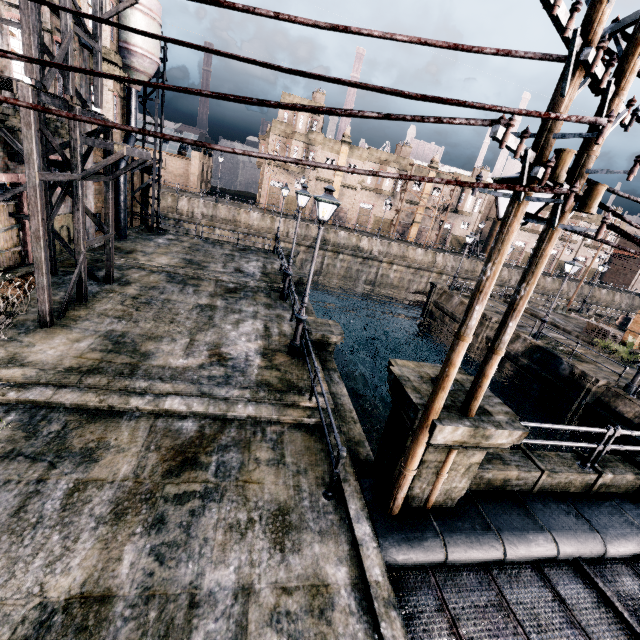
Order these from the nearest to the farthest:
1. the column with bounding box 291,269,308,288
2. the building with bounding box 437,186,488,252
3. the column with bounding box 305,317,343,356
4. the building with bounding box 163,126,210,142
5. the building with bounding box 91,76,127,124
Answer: the column with bounding box 305,317,343,356
the building with bounding box 91,76,127,124
the column with bounding box 291,269,308,288
the building with bounding box 163,126,210,142
the building with bounding box 437,186,488,252

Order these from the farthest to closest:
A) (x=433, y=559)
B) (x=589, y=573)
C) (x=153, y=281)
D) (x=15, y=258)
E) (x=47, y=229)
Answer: (x=153, y=281) < (x=15, y=258) < (x=47, y=229) < (x=589, y=573) < (x=433, y=559)

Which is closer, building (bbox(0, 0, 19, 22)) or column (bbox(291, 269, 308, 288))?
building (bbox(0, 0, 19, 22))

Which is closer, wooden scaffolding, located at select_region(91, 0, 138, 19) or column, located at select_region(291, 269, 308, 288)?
wooden scaffolding, located at select_region(91, 0, 138, 19)

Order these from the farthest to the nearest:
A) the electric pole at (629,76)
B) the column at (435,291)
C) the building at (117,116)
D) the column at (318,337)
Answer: the column at (435,291)
the building at (117,116)
the column at (318,337)
the electric pole at (629,76)

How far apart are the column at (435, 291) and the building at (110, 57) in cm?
2727

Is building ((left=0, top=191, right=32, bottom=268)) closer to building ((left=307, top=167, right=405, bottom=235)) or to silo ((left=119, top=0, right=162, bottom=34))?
silo ((left=119, top=0, right=162, bottom=34))

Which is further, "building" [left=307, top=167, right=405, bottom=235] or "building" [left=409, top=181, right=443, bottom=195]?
"building" [left=409, top=181, right=443, bottom=195]
